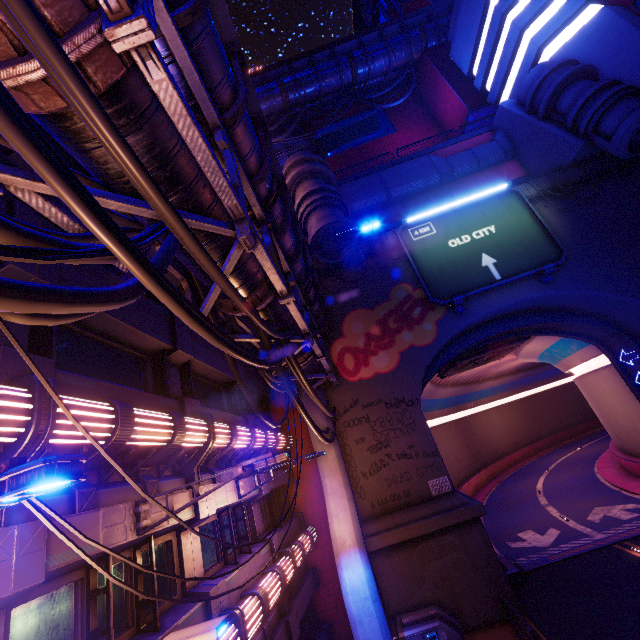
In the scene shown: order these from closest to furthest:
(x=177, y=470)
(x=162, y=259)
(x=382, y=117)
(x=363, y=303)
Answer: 1. (x=162, y=259)
2. (x=177, y=470)
3. (x=363, y=303)
4. (x=382, y=117)

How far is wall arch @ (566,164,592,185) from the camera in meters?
19.2 m

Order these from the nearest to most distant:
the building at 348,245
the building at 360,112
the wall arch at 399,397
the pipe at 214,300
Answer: the pipe at 214,300 → the wall arch at 399,397 → the building at 348,245 → the building at 360,112

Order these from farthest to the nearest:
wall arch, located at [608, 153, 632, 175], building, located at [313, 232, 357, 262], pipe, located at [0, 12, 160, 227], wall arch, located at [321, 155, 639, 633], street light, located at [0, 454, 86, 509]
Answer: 1. wall arch, located at [608, 153, 632, 175]
2. building, located at [313, 232, 357, 262]
3. wall arch, located at [321, 155, 639, 633]
4. pipe, located at [0, 12, 160, 227]
5. street light, located at [0, 454, 86, 509]

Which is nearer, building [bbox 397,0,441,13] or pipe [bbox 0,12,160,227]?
pipe [bbox 0,12,160,227]

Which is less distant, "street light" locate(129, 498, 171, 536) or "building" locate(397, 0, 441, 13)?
"street light" locate(129, 498, 171, 536)

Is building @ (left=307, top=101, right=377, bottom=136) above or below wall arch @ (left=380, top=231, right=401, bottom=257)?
above

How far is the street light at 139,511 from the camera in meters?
6.1
